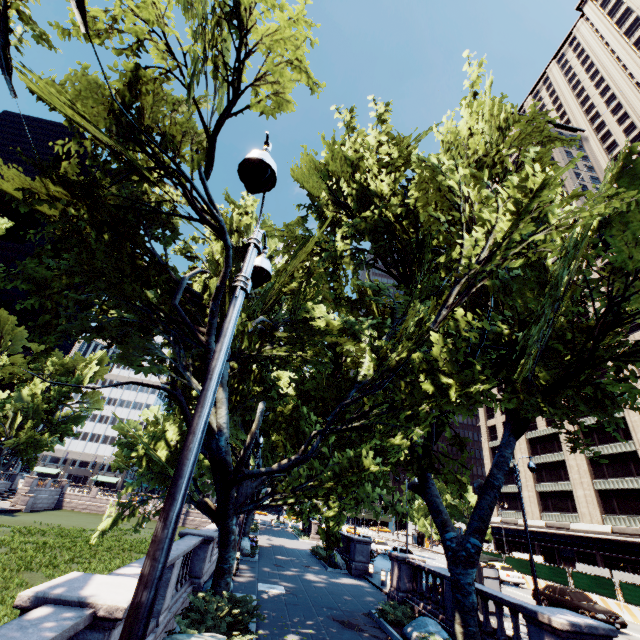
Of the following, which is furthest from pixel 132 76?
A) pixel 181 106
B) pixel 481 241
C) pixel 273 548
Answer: pixel 273 548

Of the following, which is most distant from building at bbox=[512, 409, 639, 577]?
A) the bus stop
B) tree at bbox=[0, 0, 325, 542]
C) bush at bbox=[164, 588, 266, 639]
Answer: bush at bbox=[164, 588, 266, 639]

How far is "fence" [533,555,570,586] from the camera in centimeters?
2612cm

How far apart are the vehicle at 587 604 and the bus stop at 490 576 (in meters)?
5.43

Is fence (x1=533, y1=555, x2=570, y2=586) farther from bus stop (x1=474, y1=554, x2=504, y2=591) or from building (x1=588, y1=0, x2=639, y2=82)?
bus stop (x1=474, y1=554, x2=504, y2=591)

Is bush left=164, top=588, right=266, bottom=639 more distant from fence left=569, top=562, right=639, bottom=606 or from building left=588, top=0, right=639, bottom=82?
building left=588, top=0, right=639, bottom=82

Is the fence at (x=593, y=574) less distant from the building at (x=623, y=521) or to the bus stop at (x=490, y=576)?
the building at (x=623, y=521)

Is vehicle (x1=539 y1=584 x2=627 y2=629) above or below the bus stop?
below
